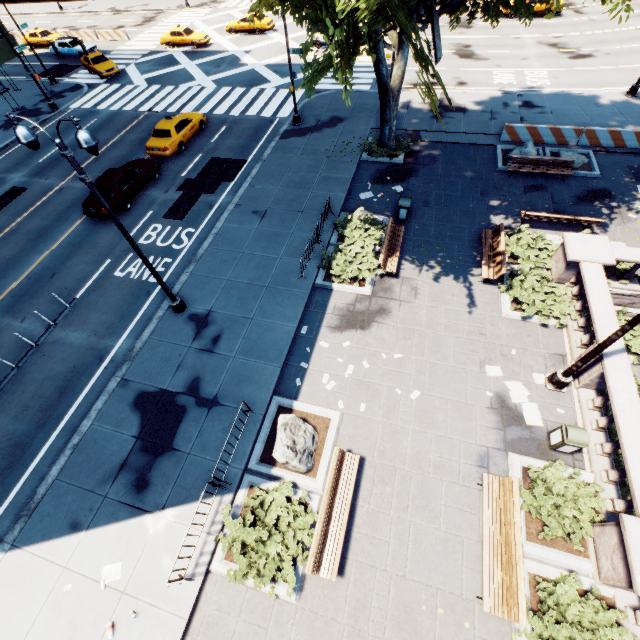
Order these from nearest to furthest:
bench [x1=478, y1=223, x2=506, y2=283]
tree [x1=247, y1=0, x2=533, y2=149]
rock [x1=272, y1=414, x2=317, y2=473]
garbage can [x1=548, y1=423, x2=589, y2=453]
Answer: tree [x1=247, y1=0, x2=533, y2=149]
garbage can [x1=548, y1=423, x2=589, y2=453]
rock [x1=272, y1=414, x2=317, y2=473]
bench [x1=478, y1=223, x2=506, y2=283]

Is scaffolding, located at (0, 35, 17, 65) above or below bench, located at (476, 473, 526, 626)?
above

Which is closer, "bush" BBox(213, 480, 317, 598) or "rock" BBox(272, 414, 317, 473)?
"bush" BBox(213, 480, 317, 598)

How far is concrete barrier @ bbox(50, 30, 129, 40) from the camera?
36.7 meters

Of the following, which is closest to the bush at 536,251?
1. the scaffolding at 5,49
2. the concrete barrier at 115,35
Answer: the scaffolding at 5,49

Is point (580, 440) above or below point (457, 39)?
above

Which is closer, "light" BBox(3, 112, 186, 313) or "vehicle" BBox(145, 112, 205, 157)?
"light" BBox(3, 112, 186, 313)

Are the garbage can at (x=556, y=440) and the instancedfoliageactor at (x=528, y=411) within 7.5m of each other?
yes
